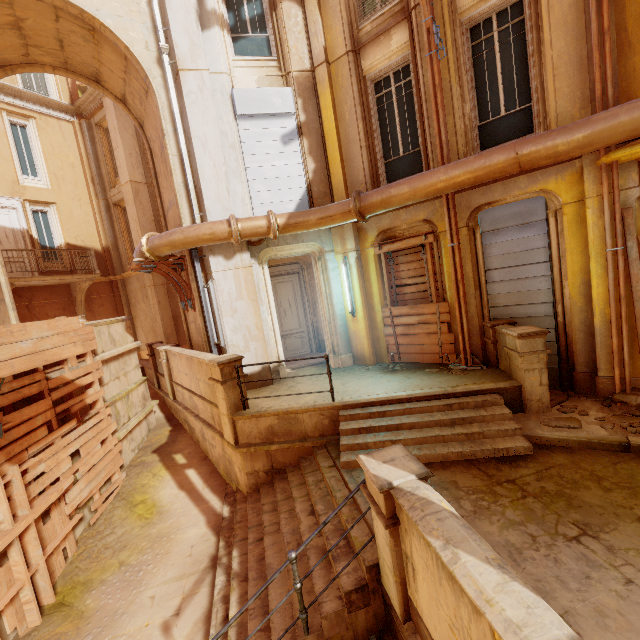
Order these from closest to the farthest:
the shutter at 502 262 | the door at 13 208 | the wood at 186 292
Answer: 1. the shutter at 502 262
2. the wood at 186 292
3. the door at 13 208

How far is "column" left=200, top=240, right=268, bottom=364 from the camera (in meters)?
7.99

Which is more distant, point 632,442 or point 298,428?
point 298,428

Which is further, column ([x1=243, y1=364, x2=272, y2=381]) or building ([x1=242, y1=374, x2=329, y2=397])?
column ([x1=243, y1=364, x2=272, y2=381])

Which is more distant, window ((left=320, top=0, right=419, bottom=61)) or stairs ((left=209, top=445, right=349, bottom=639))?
window ((left=320, top=0, right=419, bottom=61))

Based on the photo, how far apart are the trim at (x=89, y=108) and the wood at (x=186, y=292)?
11.3 meters

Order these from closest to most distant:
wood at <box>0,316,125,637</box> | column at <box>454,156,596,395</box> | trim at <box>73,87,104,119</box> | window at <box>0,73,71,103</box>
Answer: wood at <box>0,316,125,637</box> < column at <box>454,156,596,395</box> < window at <box>0,73,71,103</box> < trim at <box>73,87,104,119</box>

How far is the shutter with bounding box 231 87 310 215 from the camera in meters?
8.0
